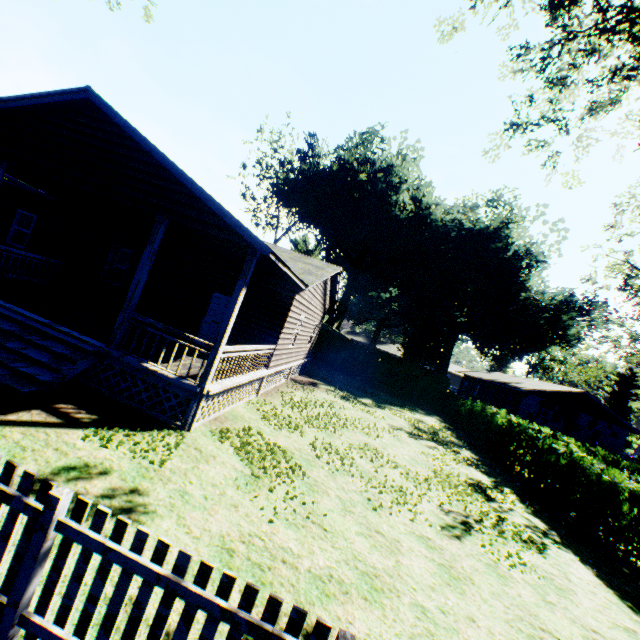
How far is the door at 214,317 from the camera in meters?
12.6

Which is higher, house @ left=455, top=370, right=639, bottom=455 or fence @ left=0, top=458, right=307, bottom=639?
house @ left=455, top=370, right=639, bottom=455

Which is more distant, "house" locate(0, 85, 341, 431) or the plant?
the plant

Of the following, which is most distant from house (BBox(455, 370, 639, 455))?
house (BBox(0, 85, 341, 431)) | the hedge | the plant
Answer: house (BBox(0, 85, 341, 431))

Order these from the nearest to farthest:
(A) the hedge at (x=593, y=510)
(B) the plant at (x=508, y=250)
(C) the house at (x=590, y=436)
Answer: (A) the hedge at (x=593, y=510) → (C) the house at (x=590, y=436) → (B) the plant at (x=508, y=250)

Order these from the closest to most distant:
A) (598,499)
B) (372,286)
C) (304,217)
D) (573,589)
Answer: (573,589) → (598,499) → (304,217) → (372,286)

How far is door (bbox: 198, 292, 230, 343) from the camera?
12.6m

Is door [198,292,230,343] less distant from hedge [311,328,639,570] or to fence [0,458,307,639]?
fence [0,458,307,639]
